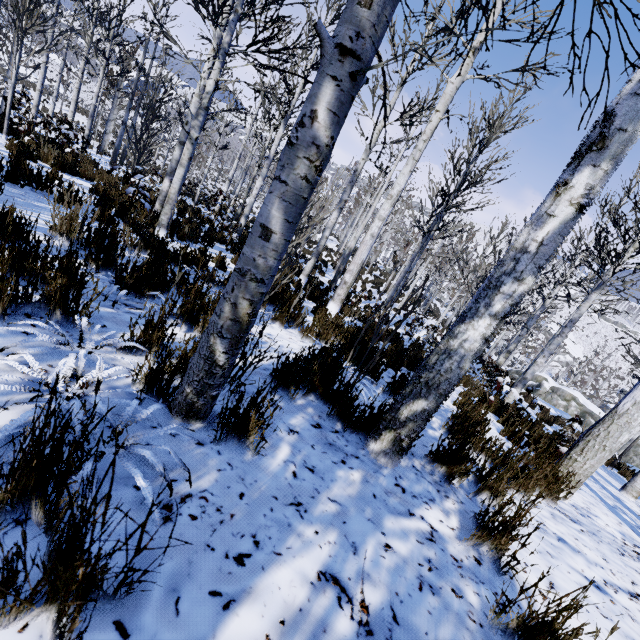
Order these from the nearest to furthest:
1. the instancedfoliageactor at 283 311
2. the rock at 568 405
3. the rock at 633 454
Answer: the instancedfoliageactor at 283 311 → the rock at 633 454 → the rock at 568 405

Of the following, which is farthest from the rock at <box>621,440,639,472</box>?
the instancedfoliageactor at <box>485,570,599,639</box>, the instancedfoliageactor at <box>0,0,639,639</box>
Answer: the instancedfoliageactor at <box>485,570,599,639</box>

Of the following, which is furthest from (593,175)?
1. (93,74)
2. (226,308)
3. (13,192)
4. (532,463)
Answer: (93,74)

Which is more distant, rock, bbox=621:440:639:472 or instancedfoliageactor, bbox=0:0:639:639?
rock, bbox=621:440:639:472

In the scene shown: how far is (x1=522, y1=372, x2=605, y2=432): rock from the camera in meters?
21.4 m

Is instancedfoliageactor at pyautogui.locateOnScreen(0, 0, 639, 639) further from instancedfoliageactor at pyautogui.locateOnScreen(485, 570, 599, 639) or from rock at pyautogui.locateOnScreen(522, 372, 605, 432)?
instancedfoliageactor at pyautogui.locateOnScreen(485, 570, 599, 639)

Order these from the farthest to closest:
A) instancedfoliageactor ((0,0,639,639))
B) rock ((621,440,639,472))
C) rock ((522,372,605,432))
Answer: rock ((522,372,605,432))
rock ((621,440,639,472))
instancedfoliageactor ((0,0,639,639))

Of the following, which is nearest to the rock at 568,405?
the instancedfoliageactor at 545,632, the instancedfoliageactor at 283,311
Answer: the instancedfoliageactor at 283,311
